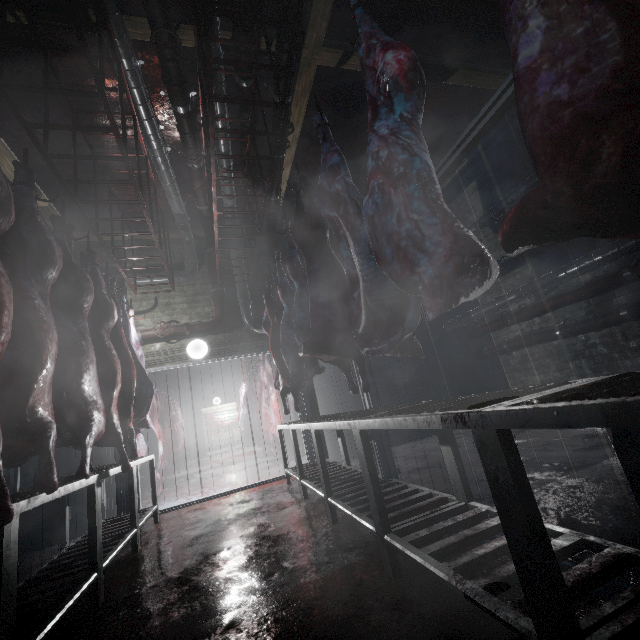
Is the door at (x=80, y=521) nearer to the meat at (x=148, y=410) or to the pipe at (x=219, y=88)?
the pipe at (x=219, y=88)

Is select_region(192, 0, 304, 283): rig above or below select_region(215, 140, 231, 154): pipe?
below

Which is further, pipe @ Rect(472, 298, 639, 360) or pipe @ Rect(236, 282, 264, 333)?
pipe @ Rect(236, 282, 264, 333)

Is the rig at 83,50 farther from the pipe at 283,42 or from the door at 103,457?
the door at 103,457

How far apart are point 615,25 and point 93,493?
3.2m

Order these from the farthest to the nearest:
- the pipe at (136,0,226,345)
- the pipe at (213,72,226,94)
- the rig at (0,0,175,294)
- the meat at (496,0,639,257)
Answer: the pipe at (213,72,226,94), the pipe at (136,0,226,345), the rig at (0,0,175,294), the meat at (496,0,639,257)

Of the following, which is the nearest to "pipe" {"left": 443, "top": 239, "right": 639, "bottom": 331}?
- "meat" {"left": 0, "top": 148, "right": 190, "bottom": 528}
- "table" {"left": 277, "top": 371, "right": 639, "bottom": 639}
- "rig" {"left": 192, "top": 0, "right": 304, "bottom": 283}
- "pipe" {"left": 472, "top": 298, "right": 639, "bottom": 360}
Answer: "pipe" {"left": 472, "top": 298, "right": 639, "bottom": 360}

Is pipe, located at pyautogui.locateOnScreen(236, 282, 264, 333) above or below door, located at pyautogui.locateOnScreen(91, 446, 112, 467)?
above
